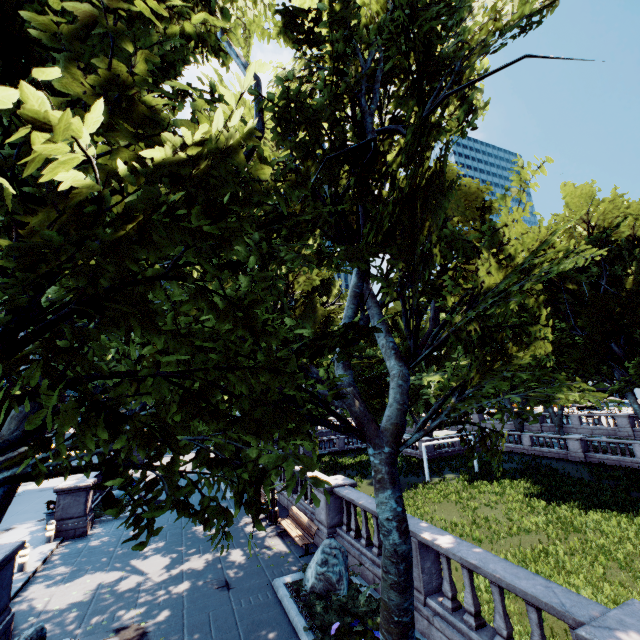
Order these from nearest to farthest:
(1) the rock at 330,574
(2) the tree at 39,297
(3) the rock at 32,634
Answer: (2) the tree at 39,297, (3) the rock at 32,634, (1) the rock at 330,574

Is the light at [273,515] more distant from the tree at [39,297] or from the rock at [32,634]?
the rock at [32,634]

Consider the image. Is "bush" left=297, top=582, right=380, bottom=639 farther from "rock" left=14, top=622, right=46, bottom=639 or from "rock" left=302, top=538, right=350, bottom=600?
"rock" left=14, top=622, right=46, bottom=639

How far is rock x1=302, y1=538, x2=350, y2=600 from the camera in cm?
866

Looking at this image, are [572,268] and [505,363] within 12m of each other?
no

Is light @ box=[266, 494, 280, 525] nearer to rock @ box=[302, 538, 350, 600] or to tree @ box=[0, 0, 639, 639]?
tree @ box=[0, 0, 639, 639]

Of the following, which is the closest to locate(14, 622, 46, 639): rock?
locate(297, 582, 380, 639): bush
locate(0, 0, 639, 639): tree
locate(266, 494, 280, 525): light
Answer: locate(0, 0, 639, 639): tree

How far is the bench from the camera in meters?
11.6 m
